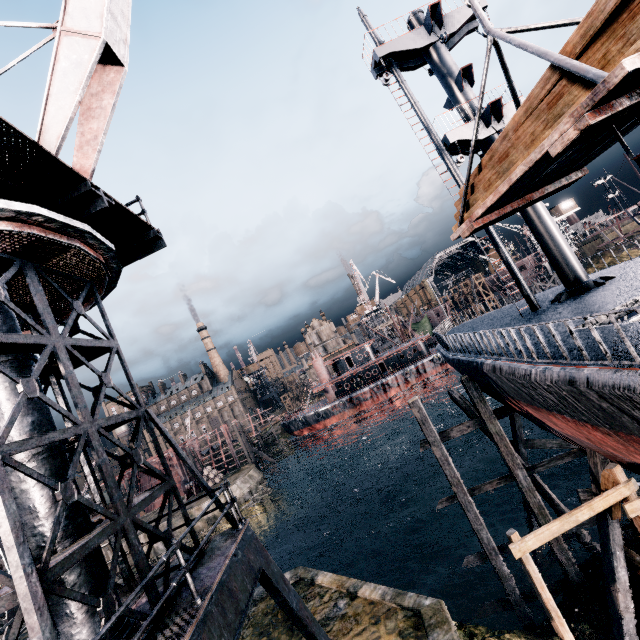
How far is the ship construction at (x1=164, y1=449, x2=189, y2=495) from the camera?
55.84m

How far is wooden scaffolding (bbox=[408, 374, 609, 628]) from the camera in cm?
1406

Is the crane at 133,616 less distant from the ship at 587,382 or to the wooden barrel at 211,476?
the ship at 587,382

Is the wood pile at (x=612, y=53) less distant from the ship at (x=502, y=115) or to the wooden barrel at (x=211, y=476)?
the ship at (x=502, y=115)

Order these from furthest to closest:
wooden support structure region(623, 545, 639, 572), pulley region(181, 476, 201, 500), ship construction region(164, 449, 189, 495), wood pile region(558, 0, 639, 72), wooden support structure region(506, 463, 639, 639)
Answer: ship construction region(164, 449, 189, 495), pulley region(181, 476, 201, 500), wooden support structure region(623, 545, 639, 572), wooden support structure region(506, 463, 639, 639), wood pile region(558, 0, 639, 72)

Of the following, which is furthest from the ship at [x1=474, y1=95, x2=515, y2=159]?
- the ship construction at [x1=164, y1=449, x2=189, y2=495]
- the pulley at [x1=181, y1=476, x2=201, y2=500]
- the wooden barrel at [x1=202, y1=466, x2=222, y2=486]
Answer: the pulley at [x1=181, y1=476, x2=201, y2=500]

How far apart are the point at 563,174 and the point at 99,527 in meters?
13.2

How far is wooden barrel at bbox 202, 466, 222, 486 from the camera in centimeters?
4622cm
